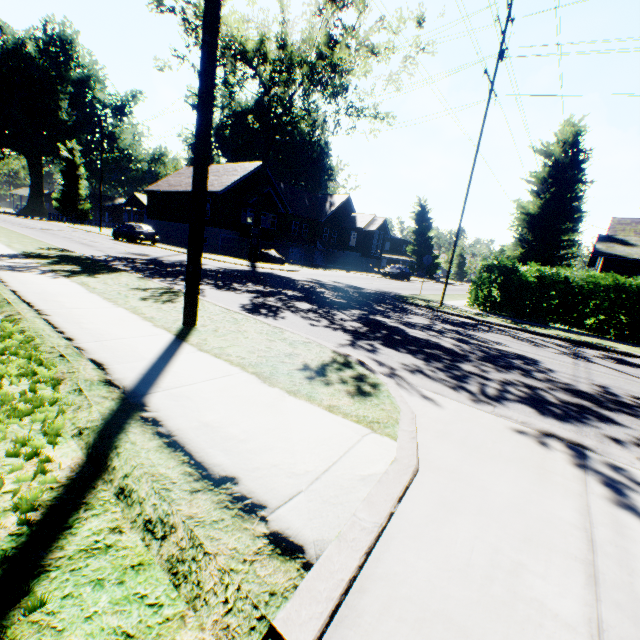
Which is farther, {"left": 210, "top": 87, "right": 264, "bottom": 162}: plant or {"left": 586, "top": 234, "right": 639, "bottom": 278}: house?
{"left": 210, "top": 87, "right": 264, "bottom": 162}: plant

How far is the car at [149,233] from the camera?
26.74m

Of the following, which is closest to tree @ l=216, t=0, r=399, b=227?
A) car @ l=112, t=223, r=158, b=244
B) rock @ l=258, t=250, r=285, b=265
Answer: rock @ l=258, t=250, r=285, b=265

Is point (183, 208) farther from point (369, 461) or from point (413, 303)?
point (369, 461)

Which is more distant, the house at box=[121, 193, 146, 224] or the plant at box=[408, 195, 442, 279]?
the plant at box=[408, 195, 442, 279]

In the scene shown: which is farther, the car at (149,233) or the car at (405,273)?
the car at (405,273)

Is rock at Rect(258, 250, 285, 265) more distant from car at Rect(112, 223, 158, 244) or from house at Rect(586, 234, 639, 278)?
house at Rect(586, 234, 639, 278)

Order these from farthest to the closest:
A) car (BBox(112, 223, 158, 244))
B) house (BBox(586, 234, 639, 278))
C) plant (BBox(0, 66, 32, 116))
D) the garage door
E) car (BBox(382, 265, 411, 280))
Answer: plant (BBox(0, 66, 32, 116)) → car (BBox(382, 265, 411, 280)) → the garage door → car (BBox(112, 223, 158, 244)) → house (BBox(586, 234, 639, 278))
